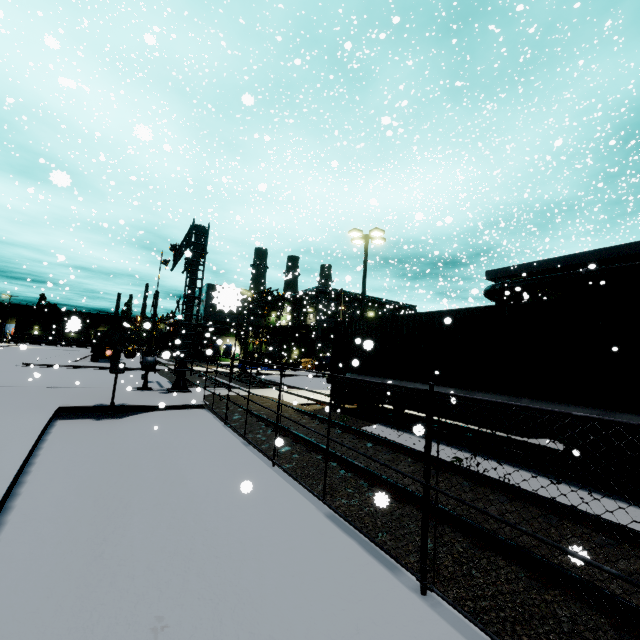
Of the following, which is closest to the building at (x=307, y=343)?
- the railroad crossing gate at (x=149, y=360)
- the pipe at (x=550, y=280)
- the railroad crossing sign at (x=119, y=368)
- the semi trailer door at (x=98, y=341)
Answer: the pipe at (x=550, y=280)

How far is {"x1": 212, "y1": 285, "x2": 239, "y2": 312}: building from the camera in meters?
2.0 m

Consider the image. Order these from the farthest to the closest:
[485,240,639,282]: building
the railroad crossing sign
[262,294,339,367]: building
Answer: [262,294,339,367]: building < [485,240,639,282]: building < the railroad crossing sign

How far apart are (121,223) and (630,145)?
27.20m

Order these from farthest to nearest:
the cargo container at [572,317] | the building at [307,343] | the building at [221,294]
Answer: the building at [307,343] < the cargo container at [572,317] < the building at [221,294]

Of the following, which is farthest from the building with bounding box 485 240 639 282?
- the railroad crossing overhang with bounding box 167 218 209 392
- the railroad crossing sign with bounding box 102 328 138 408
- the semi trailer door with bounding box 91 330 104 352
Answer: the semi trailer door with bounding box 91 330 104 352

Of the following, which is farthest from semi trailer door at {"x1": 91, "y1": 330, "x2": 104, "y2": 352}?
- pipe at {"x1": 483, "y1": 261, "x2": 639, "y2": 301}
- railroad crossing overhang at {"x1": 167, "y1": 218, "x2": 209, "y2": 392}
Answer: pipe at {"x1": 483, "y1": 261, "x2": 639, "y2": 301}

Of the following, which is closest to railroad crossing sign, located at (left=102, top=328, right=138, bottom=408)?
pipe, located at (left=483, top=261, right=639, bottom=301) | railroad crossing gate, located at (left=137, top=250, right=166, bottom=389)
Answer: railroad crossing gate, located at (left=137, top=250, right=166, bottom=389)
